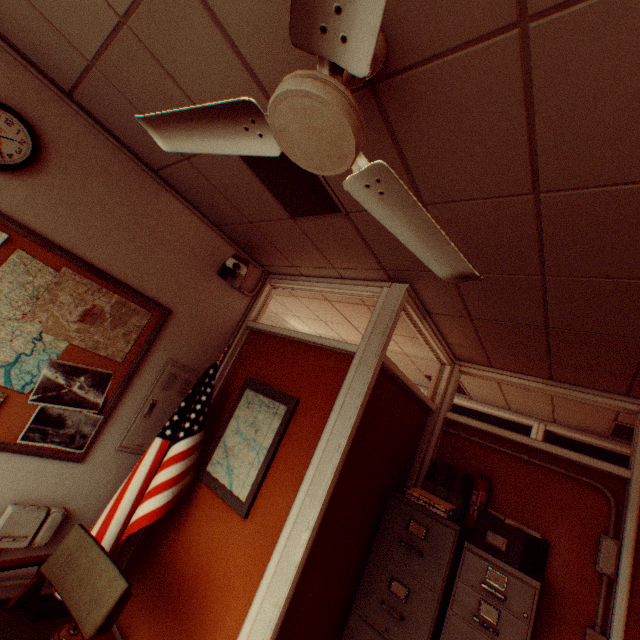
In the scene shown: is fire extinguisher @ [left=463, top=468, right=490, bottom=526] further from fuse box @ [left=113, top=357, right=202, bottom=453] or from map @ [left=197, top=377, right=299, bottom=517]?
fuse box @ [left=113, top=357, right=202, bottom=453]

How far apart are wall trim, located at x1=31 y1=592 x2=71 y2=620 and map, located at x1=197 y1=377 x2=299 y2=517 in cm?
135

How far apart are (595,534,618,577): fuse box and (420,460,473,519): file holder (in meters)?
1.08

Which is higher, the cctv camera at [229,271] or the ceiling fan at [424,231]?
the cctv camera at [229,271]

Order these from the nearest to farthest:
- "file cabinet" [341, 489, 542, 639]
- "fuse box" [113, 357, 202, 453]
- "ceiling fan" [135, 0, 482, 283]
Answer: "ceiling fan" [135, 0, 482, 283] < "file cabinet" [341, 489, 542, 639] < "fuse box" [113, 357, 202, 453]

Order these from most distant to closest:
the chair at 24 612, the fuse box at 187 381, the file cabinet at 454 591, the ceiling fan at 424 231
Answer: the fuse box at 187 381
the file cabinet at 454 591
the chair at 24 612
the ceiling fan at 424 231

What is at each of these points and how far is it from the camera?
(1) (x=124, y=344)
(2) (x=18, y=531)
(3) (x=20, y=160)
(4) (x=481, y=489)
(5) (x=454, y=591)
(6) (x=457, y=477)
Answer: (1) map, 2.8m
(2) fuse box, 2.3m
(3) wall clock, 2.1m
(4) fire extinguisher, 3.0m
(5) file cabinet, 2.4m
(6) file holder, 3.0m

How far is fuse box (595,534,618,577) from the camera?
2.4m
